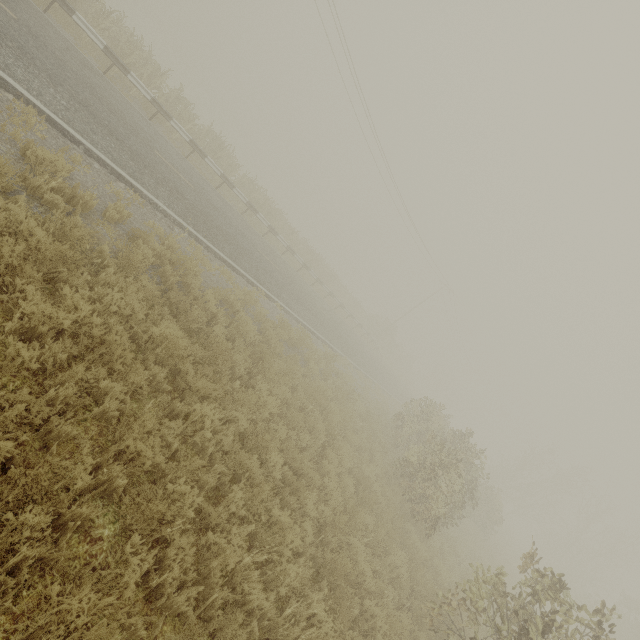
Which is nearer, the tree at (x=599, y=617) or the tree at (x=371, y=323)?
the tree at (x=599, y=617)

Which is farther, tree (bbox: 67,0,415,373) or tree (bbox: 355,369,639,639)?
tree (bbox: 67,0,415,373)

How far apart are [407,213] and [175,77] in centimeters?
3554cm
